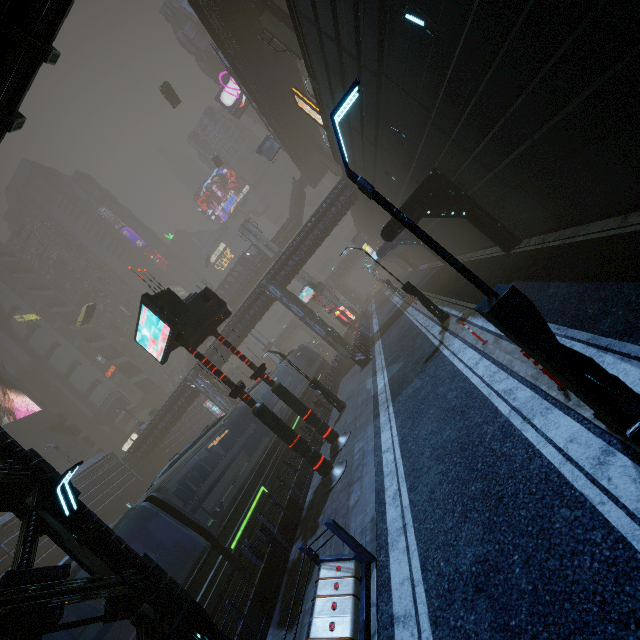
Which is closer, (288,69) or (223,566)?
(223,566)

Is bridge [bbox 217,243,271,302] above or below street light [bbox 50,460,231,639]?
above

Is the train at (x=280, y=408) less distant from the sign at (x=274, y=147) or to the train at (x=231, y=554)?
the train at (x=231, y=554)

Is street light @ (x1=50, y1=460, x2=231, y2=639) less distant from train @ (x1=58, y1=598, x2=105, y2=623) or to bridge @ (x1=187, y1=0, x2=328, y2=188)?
train @ (x1=58, y1=598, x2=105, y2=623)

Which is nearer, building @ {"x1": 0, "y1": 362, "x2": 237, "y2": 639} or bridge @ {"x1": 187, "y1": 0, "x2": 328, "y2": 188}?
building @ {"x1": 0, "y1": 362, "x2": 237, "y2": 639}

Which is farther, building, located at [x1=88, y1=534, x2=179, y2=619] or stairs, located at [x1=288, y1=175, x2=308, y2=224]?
stairs, located at [x1=288, y1=175, x2=308, y2=224]

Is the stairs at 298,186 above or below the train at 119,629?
above

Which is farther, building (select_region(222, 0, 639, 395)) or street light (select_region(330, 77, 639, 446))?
building (select_region(222, 0, 639, 395))
